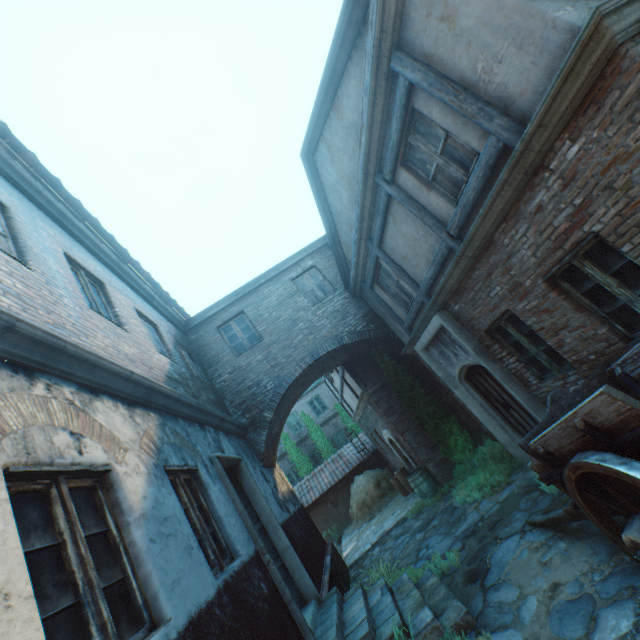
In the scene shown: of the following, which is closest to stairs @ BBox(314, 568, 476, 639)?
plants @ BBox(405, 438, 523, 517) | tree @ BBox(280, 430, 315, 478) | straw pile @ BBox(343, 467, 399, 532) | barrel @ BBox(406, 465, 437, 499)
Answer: plants @ BBox(405, 438, 523, 517)

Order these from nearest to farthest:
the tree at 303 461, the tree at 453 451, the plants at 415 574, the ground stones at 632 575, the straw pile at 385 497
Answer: the ground stones at 632 575, the plants at 415 574, the tree at 453 451, the straw pile at 385 497, the tree at 303 461

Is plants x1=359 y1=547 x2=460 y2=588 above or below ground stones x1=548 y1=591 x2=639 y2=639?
above

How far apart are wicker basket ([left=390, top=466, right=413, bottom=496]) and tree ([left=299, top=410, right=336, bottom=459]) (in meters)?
8.18

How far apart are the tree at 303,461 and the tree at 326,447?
0.7m

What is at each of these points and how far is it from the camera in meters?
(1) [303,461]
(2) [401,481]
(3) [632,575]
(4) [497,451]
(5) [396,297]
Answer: (1) tree, 20.8
(2) wicker basket, 12.7
(3) ground stones, 3.2
(4) plants, 8.2
(5) building, 8.9

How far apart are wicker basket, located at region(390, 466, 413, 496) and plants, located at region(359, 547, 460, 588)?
5.8 meters
